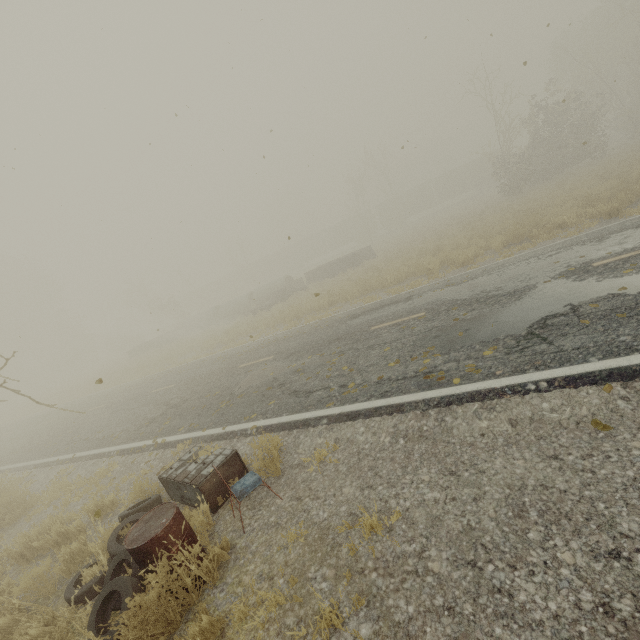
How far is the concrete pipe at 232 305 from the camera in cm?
2897

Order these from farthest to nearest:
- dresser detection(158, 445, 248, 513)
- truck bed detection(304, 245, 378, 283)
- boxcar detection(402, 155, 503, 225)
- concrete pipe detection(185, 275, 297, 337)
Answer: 1. boxcar detection(402, 155, 503, 225)
2. concrete pipe detection(185, 275, 297, 337)
3. truck bed detection(304, 245, 378, 283)
4. dresser detection(158, 445, 248, 513)

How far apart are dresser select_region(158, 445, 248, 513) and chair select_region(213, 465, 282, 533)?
0.35m

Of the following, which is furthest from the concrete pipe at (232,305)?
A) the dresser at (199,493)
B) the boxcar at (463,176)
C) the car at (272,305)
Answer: the boxcar at (463,176)

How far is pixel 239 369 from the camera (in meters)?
10.73

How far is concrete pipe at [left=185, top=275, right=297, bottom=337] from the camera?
29.0m

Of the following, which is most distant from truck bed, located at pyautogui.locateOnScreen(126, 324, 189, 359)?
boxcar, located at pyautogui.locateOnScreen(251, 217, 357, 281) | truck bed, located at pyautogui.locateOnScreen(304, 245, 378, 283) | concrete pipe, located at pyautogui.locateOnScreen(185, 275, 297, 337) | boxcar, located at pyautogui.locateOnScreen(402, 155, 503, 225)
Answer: boxcar, located at pyautogui.locateOnScreen(402, 155, 503, 225)

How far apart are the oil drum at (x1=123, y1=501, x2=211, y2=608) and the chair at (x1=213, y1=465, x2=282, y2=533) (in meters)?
0.50
